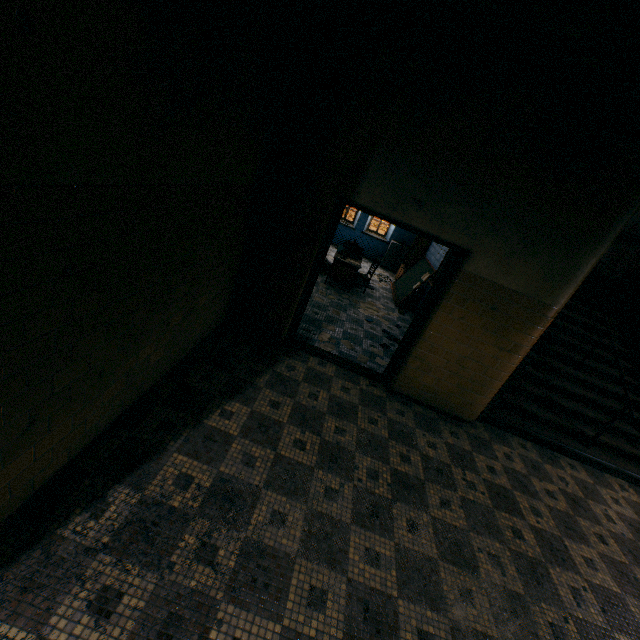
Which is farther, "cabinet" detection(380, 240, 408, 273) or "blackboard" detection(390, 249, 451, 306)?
"cabinet" detection(380, 240, 408, 273)

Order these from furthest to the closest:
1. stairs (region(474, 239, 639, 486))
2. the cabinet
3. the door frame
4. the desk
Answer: the cabinet < the desk < stairs (region(474, 239, 639, 486)) < the door frame

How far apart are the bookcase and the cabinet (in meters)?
0.56

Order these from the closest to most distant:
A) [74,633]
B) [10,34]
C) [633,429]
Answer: [10,34] < [74,633] < [633,429]

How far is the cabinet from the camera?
11.4m

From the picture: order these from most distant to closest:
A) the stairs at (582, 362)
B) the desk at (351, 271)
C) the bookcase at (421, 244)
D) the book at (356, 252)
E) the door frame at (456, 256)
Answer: the bookcase at (421, 244), the book at (356, 252), the desk at (351, 271), the stairs at (582, 362), the door frame at (456, 256)

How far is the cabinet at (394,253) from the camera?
11.4m

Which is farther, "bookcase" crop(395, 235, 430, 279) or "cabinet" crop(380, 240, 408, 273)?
"cabinet" crop(380, 240, 408, 273)
